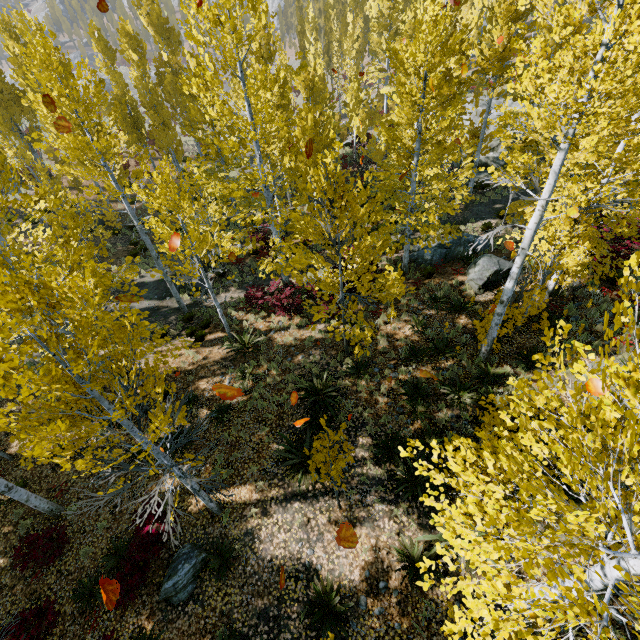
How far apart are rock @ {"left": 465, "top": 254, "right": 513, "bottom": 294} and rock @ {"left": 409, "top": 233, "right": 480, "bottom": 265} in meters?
1.2

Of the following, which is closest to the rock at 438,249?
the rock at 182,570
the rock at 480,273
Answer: the rock at 480,273

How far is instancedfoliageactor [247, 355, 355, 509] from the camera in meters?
5.8 m

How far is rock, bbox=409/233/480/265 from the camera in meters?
14.4 m

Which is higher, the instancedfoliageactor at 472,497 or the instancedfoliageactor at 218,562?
the instancedfoliageactor at 472,497

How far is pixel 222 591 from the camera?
7.5 meters

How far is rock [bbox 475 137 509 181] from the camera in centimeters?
2042cm
